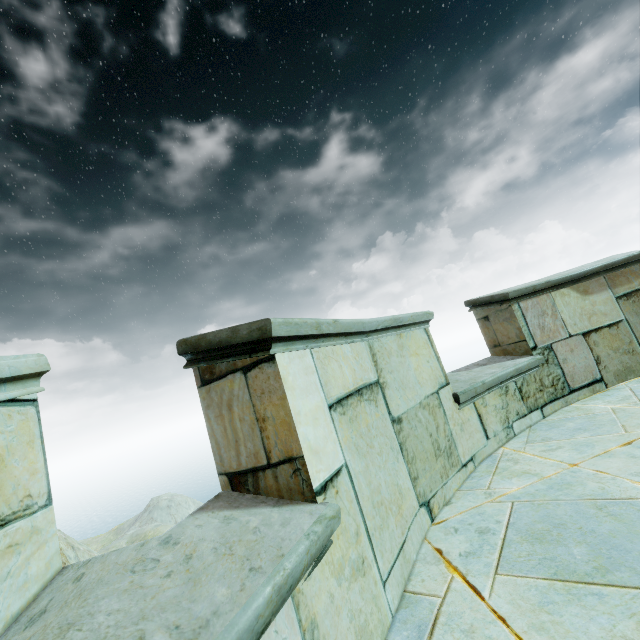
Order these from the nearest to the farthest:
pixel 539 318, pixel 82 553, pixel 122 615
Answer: pixel 122 615 → pixel 539 318 → pixel 82 553
